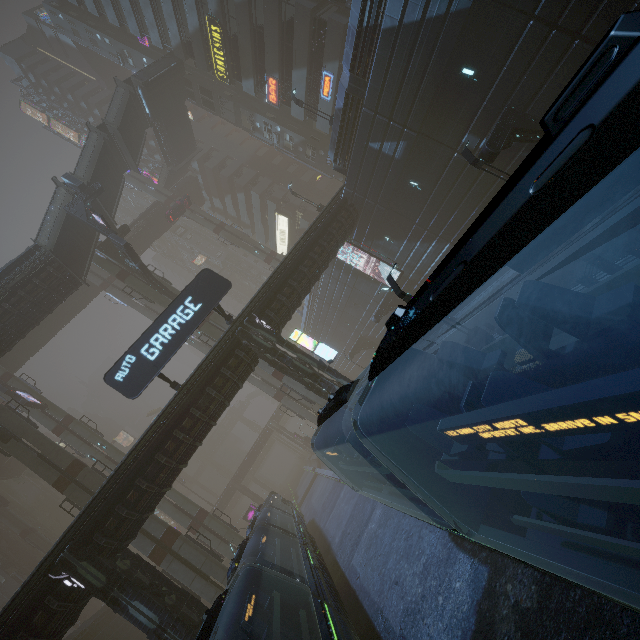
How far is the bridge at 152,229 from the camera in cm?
4778

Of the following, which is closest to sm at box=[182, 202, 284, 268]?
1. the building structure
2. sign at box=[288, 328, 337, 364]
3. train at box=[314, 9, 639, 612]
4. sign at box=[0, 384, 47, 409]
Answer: the building structure

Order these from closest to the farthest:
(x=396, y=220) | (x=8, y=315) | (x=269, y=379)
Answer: (x=8, y=315) < (x=396, y=220) < (x=269, y=379)

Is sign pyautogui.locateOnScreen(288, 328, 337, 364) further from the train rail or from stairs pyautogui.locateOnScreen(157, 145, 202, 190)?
stairs pyautogui.locateOnScreen(157, 145, 202, 190)

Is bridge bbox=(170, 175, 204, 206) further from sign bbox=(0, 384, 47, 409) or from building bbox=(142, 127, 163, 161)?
sign bbox=(0, 384, 47, 409)

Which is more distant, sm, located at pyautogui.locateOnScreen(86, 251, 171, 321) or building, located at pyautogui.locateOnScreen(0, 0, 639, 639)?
sm, located at pyautogui.locateOnScreen(86, 251, 171, 321)

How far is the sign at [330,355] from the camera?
20.12m

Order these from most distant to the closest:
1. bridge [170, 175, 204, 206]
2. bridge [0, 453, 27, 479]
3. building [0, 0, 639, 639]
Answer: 1. bridge [170, 175, 204, 206]
2. bridge [0, 453, 27, 479]
3. building [0, 0, 639, 639]
